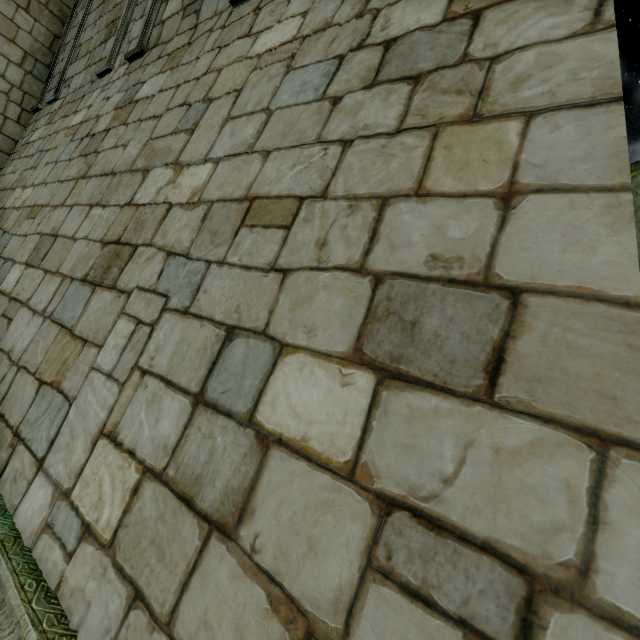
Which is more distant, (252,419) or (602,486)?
(252,419)

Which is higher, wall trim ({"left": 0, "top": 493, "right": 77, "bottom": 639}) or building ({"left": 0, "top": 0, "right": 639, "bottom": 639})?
building ({"left": 0, "top": 0, "right": 639, "bottom": 639})

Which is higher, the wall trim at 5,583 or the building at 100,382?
the building at 100,382
